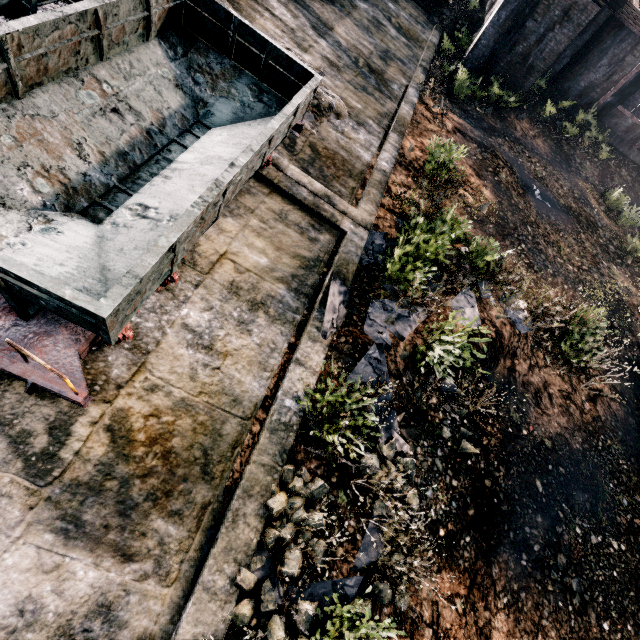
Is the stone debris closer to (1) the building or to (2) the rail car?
(2) the rail car

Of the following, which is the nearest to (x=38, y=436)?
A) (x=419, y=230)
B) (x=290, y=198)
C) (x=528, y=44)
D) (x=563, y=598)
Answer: (x=290, y=198)

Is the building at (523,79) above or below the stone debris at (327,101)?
above

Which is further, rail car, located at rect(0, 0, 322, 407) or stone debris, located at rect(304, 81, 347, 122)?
stone debris, located at rect(304, 81, 347, 122)

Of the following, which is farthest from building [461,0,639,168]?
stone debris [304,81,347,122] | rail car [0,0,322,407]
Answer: rail car [0,0,322,407]

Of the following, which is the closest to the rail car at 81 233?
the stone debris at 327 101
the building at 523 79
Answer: the stone debris at 327 101

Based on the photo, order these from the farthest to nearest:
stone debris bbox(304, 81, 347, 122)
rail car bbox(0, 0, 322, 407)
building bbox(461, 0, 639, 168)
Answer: building bbox(461, 0, 639, 168)
stone debris bbox(304, 81, 347, 122)
rail car bbox(0, 0, 322, 407)
